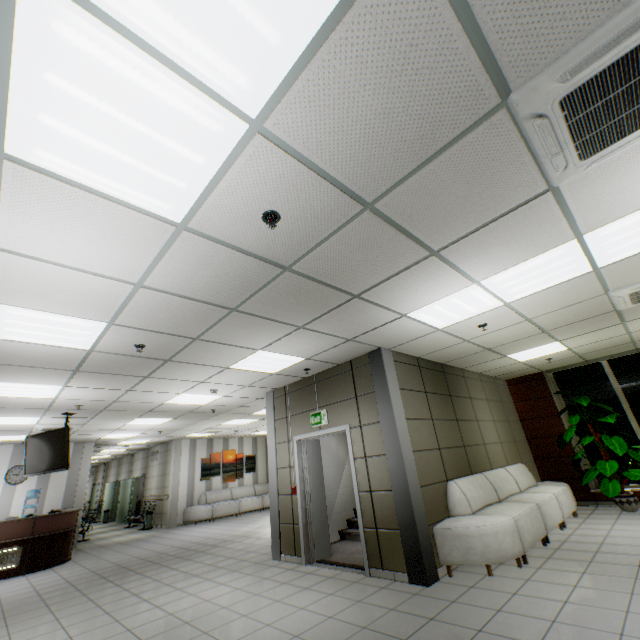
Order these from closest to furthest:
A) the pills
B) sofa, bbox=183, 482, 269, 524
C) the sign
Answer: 1. the pills
2. the sign
3. sofa, bbox=183, 482, 269, 524

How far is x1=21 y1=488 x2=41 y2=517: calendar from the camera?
10.12m

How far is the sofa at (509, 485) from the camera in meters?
4.3 m

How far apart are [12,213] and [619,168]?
4.3m

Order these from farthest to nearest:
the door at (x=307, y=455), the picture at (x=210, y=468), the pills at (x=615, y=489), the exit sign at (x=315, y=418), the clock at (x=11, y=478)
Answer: the picture at (x=210, y=468)
the clock at (x=11, y=478)
the pills at (x=615, y=489)
the exit sign at (x=315, y=418)
the door at (x=307, y=455)

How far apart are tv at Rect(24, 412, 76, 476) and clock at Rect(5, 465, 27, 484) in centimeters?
478cm

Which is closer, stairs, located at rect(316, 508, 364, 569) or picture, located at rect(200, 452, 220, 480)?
stairs, located at rect(316, 508, 364, 569)

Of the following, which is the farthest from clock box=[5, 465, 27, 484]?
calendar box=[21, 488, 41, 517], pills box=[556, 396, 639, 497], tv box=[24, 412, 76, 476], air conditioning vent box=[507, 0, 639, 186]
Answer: pills box=[556, 396, 639, 497]
